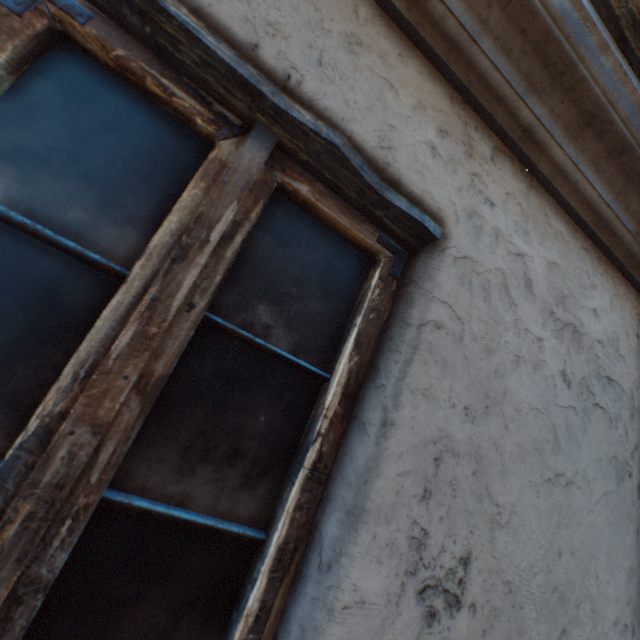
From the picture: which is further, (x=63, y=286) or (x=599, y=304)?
(x=599, y=304)
